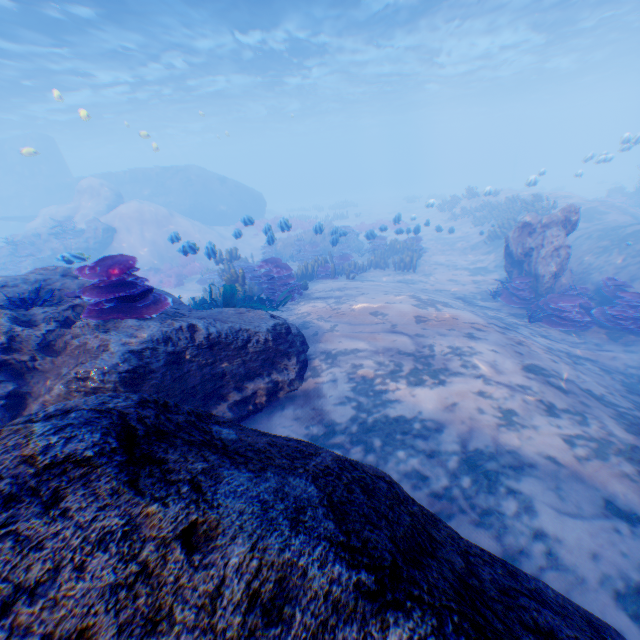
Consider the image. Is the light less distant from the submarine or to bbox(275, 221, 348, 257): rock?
the submarine

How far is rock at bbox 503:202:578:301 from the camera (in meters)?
9.33

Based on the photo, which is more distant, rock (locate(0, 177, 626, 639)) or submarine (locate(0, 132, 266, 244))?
submarine (locate(0, 132, 266, 244))

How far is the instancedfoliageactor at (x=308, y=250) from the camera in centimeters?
405cm

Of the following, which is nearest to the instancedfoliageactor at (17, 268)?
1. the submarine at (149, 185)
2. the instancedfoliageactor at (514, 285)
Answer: the submarine at (149, 185)

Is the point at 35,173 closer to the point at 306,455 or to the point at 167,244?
the point at 167,244

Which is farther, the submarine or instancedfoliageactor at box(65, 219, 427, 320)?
the submarine

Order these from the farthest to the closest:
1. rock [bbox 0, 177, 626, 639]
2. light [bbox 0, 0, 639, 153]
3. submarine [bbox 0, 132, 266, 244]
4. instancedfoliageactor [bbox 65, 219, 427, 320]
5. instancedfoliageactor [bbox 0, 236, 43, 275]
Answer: submarine [bbox 0, 132, 266, 244] < light [bbox 0, 0, 639, 153] < instancedfoliageactor [bbox 0, 236, 43, 275] < instancedfoliageactor [bbox 65, 219, 427, 320] < rock [bbox 0, 177, 626, 639]
